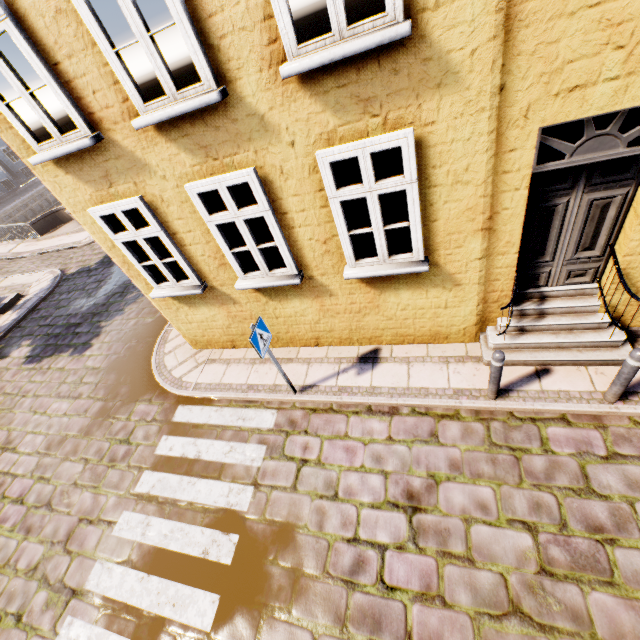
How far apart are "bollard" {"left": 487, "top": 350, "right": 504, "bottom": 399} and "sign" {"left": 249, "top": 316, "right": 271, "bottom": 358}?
3.3 meters

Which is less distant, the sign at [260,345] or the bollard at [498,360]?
the bollard at [498,360]

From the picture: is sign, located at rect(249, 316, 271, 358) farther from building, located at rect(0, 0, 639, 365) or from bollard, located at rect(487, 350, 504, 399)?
bollard, located at rect(487, 350, 504, 399)

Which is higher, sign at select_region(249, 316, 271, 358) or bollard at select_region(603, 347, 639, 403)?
sign at select_region(249, 316, 271, 358)

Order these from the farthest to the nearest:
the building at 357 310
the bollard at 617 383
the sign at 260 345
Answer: the sign at 260 345
the bollard at 617 383
the building at 357 310

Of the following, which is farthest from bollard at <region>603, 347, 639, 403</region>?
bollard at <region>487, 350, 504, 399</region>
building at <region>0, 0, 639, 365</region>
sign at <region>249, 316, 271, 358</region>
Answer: sign at <region>249, 316, 271, 358</region>

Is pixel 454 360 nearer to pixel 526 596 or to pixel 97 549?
pixel 526 596

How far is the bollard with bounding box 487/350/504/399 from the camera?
4.3 meters
